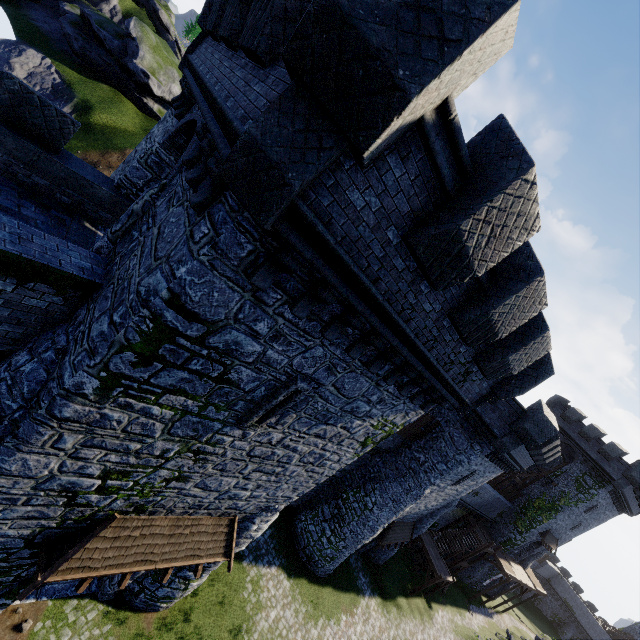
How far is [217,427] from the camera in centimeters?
731cm

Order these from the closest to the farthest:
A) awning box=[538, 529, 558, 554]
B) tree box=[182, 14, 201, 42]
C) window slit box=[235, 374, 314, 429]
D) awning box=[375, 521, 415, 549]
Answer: window slit box=[235, 374, 314, 429] < awning box=[375, 521, 415, 549] < awning box=[538, 529, 558, 554] < tree box=[182, 14, 201, 42]

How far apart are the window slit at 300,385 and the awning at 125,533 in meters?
4.0

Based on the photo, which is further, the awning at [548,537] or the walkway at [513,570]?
the awning at [548,537]

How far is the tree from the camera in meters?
57.4 m

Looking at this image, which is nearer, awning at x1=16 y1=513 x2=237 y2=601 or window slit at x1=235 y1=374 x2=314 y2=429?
window slit at x1=235 y1=374 x2=314 y2=429

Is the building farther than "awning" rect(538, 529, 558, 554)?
No

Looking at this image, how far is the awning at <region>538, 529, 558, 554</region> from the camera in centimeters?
3641cm
